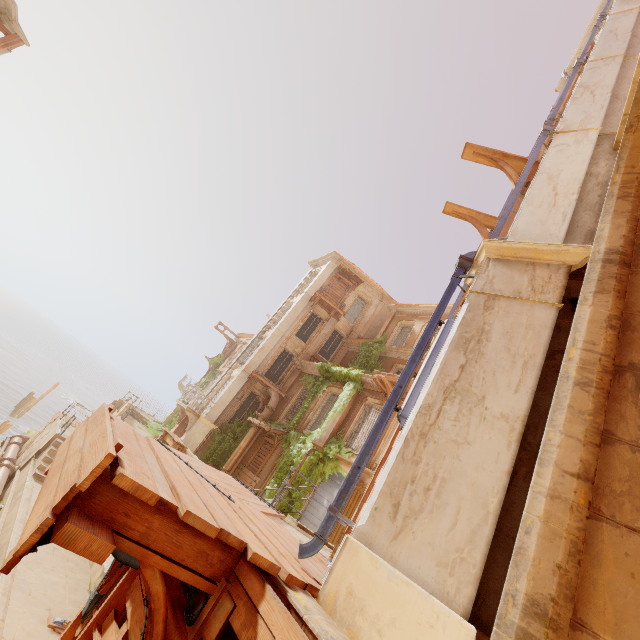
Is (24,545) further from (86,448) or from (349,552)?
(349,552)

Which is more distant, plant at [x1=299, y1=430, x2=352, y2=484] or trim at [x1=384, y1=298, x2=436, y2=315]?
trim at [x1=384, y1=298, x2=436, y2=315]

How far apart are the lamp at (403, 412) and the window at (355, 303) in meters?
21.0 m

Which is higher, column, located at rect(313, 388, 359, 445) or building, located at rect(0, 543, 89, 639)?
column, located at rect(313, 388, 359, 445)

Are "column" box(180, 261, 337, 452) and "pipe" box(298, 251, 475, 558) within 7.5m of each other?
no

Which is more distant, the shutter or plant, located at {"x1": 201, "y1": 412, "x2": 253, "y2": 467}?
plant, located at {"x1": 201, "y1": 412, "x2": 253, "y2": 467}

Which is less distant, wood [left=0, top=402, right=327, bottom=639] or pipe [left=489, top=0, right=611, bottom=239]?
wood [left=0, top=402, right=327, bottom=639]

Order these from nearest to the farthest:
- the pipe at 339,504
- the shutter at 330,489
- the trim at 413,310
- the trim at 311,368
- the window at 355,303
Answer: the pipe at 339,504 < the shutter at 330,489 < the trim at 311,368 < the trim at 413,310 < the window at 355,303
